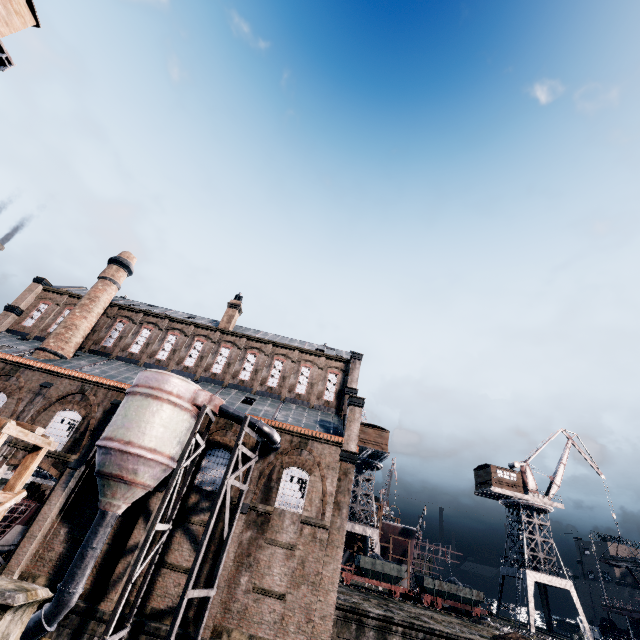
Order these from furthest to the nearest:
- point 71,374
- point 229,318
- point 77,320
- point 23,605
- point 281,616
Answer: point 229,318 → point 77,320 → point 71,374 → point 281,616 → point 23,605

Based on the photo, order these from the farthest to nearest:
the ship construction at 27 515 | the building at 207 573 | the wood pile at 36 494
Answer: the wood pile at 36 494 < the ship construction at 27 515 < the building at 207 573

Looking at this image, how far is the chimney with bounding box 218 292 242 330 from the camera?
36.8m

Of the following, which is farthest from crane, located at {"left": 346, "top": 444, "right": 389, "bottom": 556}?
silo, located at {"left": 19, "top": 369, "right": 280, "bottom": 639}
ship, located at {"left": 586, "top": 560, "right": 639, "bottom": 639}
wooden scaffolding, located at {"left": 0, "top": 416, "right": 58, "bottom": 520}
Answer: wooden scaffolding, located at {"left": 0, "top": 416, "right": 58, "bottom": 520}

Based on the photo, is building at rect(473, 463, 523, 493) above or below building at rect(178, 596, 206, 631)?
above

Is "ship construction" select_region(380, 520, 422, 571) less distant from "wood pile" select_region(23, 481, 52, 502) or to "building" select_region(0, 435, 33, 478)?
"building" select_region(0, 435, 33, 478)

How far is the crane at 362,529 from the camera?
41.69m

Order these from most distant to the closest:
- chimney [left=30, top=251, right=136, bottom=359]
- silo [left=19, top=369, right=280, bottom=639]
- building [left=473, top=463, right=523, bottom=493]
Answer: building [left=473, top=463, right=523, bottom=493] < chimney [left=30, top=251, right=136, bottom=359] < silo [left=19, top=369, right=280, bottom=639]
